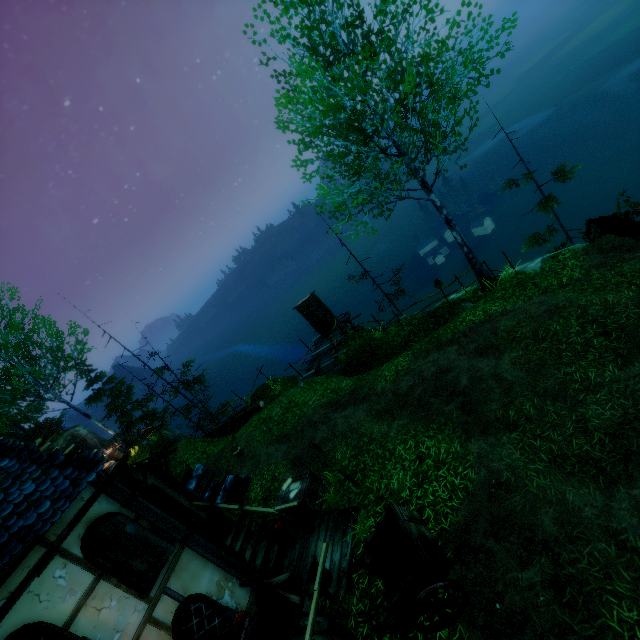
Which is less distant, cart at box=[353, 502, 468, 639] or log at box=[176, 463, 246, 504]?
cart at box=[353, 502, 468, 639]

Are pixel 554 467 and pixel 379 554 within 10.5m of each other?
yes

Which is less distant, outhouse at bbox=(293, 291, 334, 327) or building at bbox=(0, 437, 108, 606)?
building at bbox=(0, 437, 108, 606)

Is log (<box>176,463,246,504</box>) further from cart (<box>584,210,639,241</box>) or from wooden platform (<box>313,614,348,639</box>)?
cart (<box>584,210,639,241</box>)

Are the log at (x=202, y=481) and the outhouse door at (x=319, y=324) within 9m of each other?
no

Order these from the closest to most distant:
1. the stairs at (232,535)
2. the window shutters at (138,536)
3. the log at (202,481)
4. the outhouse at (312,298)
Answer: the window shutters at (138,536), the stairs at (232,535), the log at (202,481), the outhouse at (312,298)

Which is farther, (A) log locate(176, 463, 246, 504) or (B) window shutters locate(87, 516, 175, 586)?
(A) log locate(176, 463, 246, 504)

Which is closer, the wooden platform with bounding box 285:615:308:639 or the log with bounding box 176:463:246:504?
the wooden platform with bounding box 285:615:308:639
